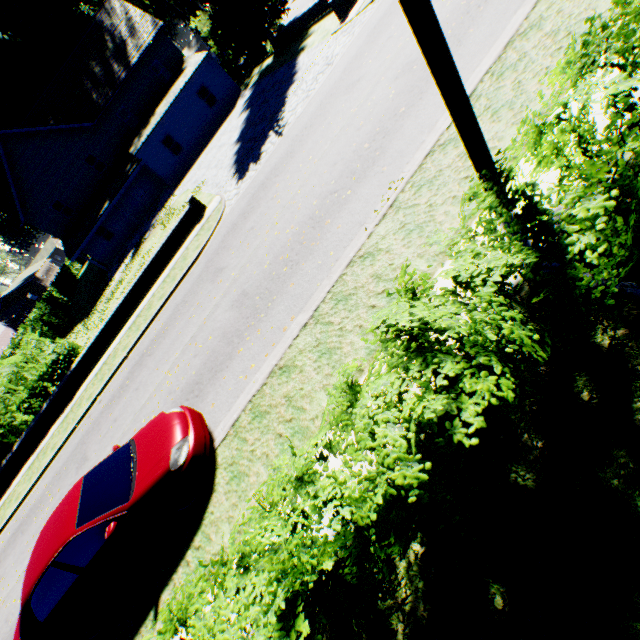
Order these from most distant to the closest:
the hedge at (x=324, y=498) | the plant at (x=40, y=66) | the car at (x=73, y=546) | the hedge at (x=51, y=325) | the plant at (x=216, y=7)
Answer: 1. the plant at (x=40, y=66)
2. the plant at (x=216, y=7)
3. the hedge at (x=51, y=325)
4. the car at (x=73, y=546)
5. the hedge at (x=324, y=498)

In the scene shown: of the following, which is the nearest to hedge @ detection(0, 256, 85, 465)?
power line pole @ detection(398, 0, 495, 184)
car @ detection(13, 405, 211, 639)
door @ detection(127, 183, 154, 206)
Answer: power line pole @ detection(398, 0, 495, 184)

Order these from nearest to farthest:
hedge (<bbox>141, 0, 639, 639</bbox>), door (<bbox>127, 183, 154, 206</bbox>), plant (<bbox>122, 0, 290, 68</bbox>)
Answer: hedge (<bbox>141, 0, 639, 639</bbox>) → plant (<bbox>122, 0, 290, 68</bbox>) → door (<bbox>127, 183, 154, 206</bbox>)

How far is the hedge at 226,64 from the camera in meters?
30.7

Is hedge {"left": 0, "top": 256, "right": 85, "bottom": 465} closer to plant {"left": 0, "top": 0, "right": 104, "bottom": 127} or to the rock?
the rock

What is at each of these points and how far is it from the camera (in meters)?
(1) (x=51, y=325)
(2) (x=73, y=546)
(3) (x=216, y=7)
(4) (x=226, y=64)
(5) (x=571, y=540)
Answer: (1) hedge, 29.86
(2) car, 5.39
(3) plant, 20.55
(4) hedge, 30.69
(5) plant, 2.71

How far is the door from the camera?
30.7 meters

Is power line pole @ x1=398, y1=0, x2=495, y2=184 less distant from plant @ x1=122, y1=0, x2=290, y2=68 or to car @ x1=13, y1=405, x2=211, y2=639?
car @ x1=13, y1=405, x2=211, y2=639
